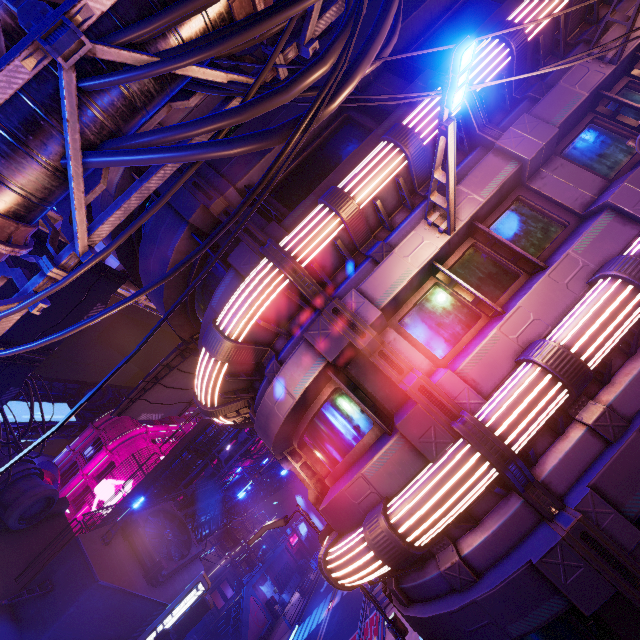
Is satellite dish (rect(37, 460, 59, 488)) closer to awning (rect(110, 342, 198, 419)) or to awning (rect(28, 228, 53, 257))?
awning (rect(110, 342, 198, 419))

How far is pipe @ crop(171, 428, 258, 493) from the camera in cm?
3388

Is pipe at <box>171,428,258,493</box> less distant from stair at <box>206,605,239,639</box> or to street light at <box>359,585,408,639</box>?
stair at <box>206,605,239,639</box>

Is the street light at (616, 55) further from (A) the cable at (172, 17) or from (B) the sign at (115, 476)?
(B) the sign at (115, 476)

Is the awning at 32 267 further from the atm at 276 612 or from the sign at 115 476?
the sign at 115 476

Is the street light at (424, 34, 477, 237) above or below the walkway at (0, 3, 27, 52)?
below

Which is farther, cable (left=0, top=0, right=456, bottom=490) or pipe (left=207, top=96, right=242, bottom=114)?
pipe (left=207, top=96, right=242, bottom=114)

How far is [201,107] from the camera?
8.9m
